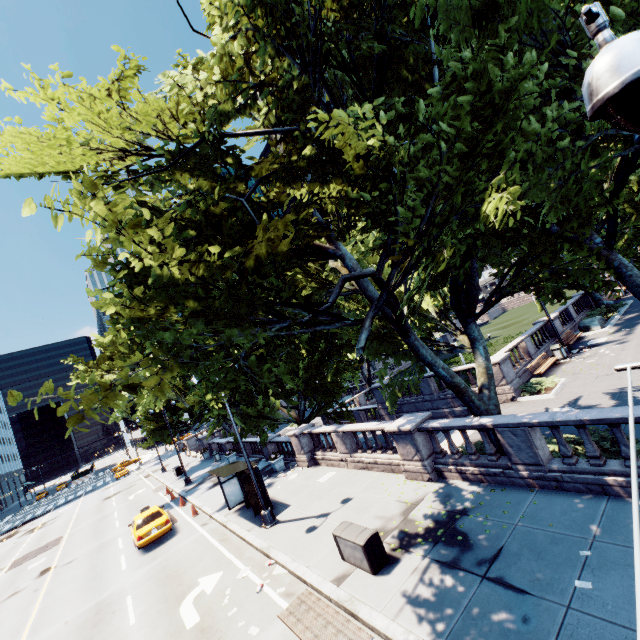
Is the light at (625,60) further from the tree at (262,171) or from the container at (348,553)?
the container at (348,553)

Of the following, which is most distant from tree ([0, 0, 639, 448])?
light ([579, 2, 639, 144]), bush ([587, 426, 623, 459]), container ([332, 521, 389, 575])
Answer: container ([332, 521, 389, 575])

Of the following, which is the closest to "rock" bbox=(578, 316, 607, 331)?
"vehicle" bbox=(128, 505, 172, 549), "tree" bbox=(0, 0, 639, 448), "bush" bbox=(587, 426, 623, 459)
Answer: "tree" bbox=(0, 0, 639, 448)

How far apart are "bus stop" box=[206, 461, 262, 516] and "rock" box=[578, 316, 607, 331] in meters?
25.6 m

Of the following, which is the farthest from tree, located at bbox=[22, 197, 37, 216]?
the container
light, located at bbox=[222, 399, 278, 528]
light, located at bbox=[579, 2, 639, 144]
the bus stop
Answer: the container

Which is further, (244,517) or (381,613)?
(244,517)

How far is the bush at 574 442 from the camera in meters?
9.5

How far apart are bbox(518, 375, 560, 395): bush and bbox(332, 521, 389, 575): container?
11.9m
